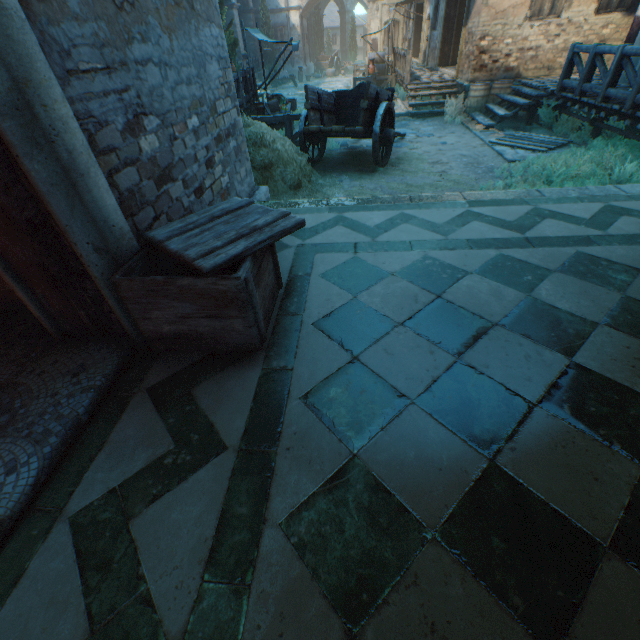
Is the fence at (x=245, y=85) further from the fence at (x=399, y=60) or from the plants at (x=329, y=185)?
the fence at (x=399, y=60)

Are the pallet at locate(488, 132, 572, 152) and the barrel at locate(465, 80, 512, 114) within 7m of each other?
yes

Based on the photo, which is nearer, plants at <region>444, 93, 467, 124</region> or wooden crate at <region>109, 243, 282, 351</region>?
wooden crate at <region>109, 243, 282, 351</region>

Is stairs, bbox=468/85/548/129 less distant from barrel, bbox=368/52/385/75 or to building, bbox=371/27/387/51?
barrel, bbox=368/52/385/75

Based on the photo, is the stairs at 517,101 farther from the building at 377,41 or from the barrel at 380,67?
the building at 377,41

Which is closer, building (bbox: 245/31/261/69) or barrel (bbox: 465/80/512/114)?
barrel (bbox: 465/80/512/114)

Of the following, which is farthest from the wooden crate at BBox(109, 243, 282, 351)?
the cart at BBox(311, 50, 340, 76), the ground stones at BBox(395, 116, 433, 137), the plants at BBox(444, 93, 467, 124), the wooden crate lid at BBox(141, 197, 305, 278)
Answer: the cart at BBox(311, 50, 340, 76)

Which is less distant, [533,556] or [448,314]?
[533,556]
